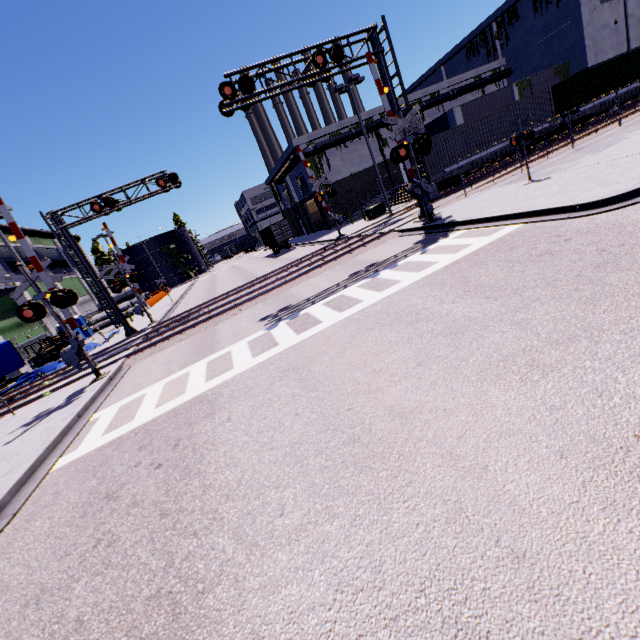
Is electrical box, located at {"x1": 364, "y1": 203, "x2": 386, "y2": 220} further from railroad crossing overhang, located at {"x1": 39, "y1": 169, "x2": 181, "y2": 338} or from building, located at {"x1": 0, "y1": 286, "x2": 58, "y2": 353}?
railroad crossing overhang, located at {"x1": 39, "y1": 169, "x2": 181, "y2": 338}

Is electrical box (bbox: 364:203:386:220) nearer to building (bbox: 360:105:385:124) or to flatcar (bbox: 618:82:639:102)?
building (bbox: 360:105:385:124)

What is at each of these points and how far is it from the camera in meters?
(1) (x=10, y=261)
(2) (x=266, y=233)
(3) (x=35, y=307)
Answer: (1) building, 34.4 m
(2) cargo container, 41.8 m
(3) railroad crossing gate, 12.0 m

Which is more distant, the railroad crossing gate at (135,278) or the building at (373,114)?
the building at (373,114)

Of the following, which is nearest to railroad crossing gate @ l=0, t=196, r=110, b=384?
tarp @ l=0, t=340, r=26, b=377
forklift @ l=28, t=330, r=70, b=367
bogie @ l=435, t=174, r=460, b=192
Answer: tarp @ l=0, t=340, r=26, b=377

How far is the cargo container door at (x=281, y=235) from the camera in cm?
3741

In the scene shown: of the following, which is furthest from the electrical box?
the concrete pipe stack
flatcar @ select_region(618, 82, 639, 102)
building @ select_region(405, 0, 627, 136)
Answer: the concrete pipe stack

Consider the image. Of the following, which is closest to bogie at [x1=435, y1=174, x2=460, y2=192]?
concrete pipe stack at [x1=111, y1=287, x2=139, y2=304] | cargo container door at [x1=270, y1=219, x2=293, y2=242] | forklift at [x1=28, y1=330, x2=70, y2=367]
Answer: cargo container door at [x1=270, y1=219, x2=293, y2=242]
